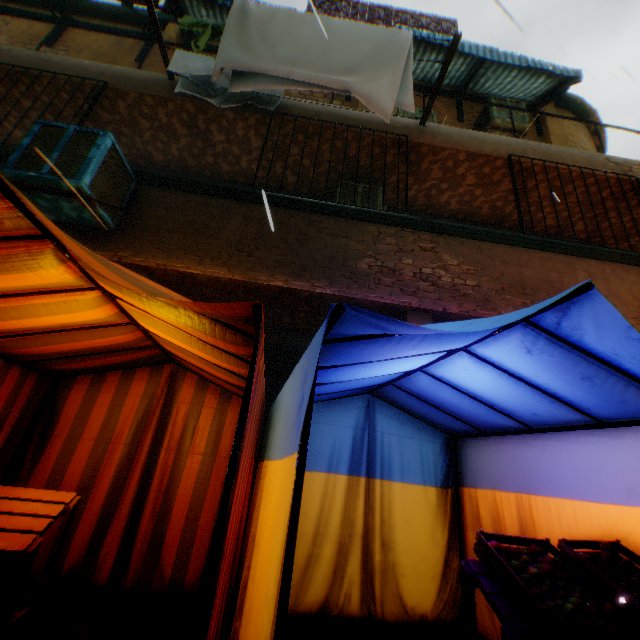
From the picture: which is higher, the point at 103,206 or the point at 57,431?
the point at 103,206

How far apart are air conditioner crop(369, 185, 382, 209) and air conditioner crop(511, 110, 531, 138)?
2.7m

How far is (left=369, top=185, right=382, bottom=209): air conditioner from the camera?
5.5m

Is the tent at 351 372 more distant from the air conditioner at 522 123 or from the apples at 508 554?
the air conditioner at 522 123

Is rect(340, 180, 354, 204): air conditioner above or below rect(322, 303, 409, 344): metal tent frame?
above

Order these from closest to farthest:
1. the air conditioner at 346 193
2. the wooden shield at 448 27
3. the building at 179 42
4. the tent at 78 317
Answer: the tent at 78 317 < the air conditioner at 346 193 < the building at 179 42 < the wooden shield at 448 27

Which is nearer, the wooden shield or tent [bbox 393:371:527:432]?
tent [bbox 393:371:527:432]

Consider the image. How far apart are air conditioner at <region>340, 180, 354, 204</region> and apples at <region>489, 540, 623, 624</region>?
4.23m
